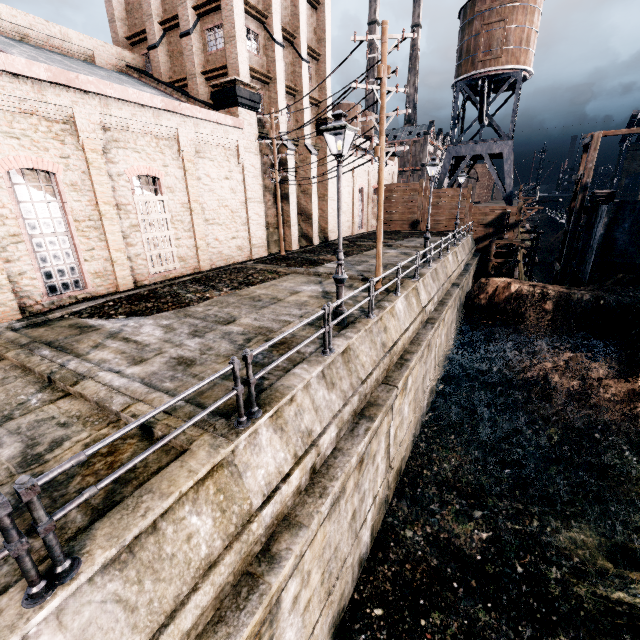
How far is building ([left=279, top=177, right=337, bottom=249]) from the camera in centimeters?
2423cm

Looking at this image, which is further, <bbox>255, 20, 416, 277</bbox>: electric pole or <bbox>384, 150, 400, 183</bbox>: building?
<bbox>384, 150, 400, 183</bbox>: building

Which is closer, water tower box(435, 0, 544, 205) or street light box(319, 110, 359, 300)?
street light box(319, 110, 359, 300)

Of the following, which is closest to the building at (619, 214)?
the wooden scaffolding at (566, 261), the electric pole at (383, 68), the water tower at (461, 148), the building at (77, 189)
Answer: the wooden scaffolding at (566, 261)

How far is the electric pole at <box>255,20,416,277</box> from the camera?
10.7 meters

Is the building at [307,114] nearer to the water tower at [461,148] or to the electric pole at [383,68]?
the electric pole at [383,68]

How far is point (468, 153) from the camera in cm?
3638
